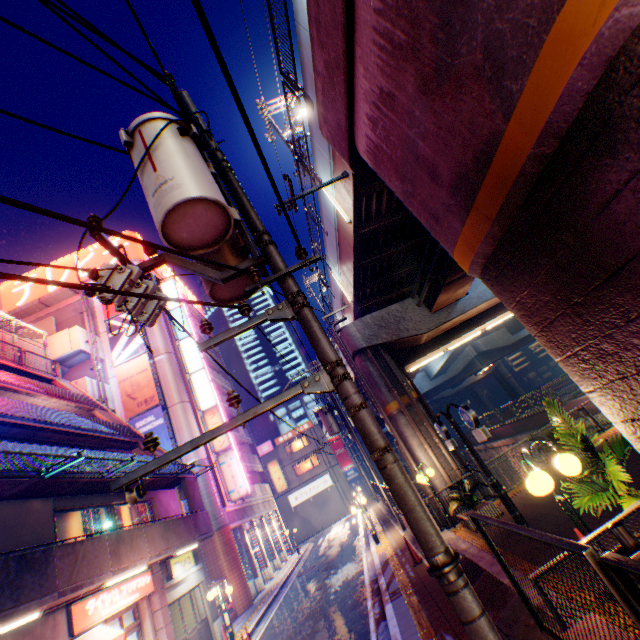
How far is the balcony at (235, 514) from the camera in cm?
2223

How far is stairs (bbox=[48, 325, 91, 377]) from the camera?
23.8m

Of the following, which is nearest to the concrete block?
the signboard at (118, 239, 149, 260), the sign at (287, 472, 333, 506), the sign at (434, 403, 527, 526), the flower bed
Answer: the flower bed

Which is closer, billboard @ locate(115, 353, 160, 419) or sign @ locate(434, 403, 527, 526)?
sign @ locate(434, 403, 527, 526)

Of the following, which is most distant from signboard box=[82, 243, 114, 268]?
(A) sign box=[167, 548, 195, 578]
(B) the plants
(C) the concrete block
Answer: (C) the concrete block

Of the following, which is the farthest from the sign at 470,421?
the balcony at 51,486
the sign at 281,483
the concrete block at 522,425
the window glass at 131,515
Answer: the sign at 281,483

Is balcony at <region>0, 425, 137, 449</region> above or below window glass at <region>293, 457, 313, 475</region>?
above

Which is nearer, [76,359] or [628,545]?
[628,545]
